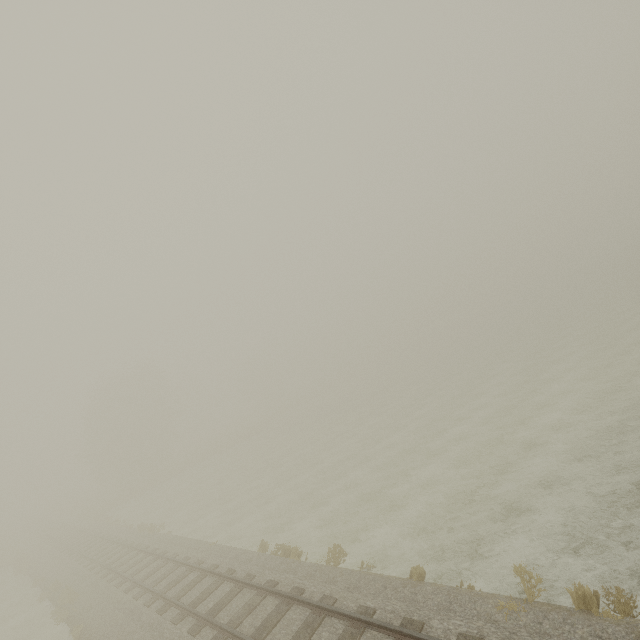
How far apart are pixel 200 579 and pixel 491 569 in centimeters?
1123cm
